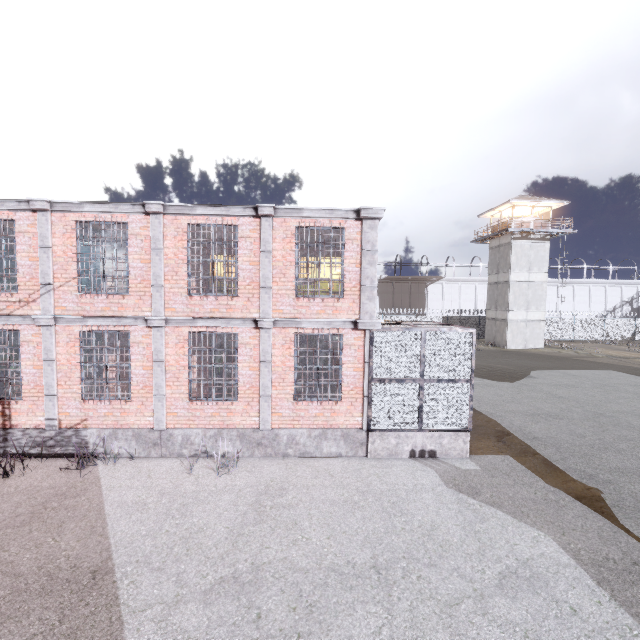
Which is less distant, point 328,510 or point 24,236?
point 328,510

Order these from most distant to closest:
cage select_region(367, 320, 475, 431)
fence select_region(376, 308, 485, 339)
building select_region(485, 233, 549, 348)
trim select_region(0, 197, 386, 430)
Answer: fence select_region(376, 308, 485, 339), building select_region(485, 233, 549, 348), cage select_region(367, 320, 475, 431), trim select_region(0, 197, 386, 430)

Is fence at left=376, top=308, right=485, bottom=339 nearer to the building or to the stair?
the building

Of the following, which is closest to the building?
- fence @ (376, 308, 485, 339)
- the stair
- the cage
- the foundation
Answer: fence @ (376, 308, 485, 339)

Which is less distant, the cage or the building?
the cage

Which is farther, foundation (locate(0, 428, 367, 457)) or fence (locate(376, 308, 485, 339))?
fence (locate(376, 308, 485, 339))

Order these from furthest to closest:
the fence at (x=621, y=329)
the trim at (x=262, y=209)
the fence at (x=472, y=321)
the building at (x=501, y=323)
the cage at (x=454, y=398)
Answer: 1. the fence at (x=621, y=329)
2. the fence at (x=472, y=321)
3. the building at (x=501, y=323)
4. the cage at (x=454, y=398)
5. the trim at (x=262, y=209)

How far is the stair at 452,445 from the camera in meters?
9.4 m
